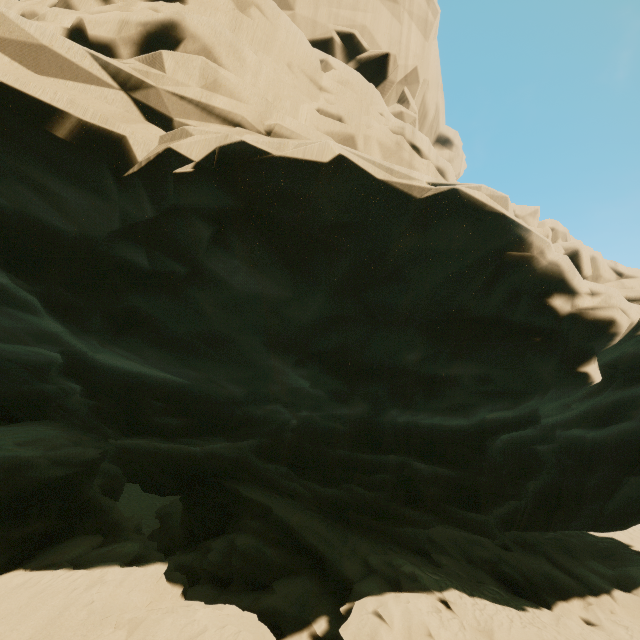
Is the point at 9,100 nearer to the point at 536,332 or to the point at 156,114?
the point at 156,114
